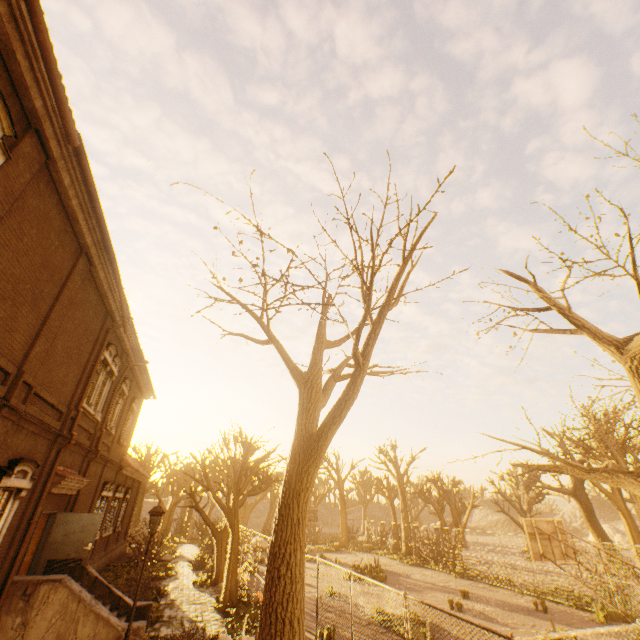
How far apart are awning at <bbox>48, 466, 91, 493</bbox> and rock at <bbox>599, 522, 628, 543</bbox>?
65.04m

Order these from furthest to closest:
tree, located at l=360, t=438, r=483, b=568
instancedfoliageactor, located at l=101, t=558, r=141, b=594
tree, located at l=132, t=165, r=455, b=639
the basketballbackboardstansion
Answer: tree, located at l=360, t=438, r=483, b=568 < instancedfoliageactor, located at l=101, t=558, r=141, b=594 < the basketballbackboardstansion < tree, located at l=132, t=165, r=455, b=639

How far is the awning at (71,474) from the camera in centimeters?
1091cm

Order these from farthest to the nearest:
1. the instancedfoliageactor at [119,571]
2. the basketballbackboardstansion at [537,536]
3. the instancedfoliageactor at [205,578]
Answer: the instancedfoliageactor at [205,578]
the instancedfoliageactor at [119,571]
the basketballbackboardstansion at [537,536]

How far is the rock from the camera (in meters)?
44.03

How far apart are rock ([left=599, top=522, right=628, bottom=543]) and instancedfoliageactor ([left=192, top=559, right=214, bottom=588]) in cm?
5659

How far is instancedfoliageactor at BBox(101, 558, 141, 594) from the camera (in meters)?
16.16

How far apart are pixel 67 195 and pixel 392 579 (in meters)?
27.01
